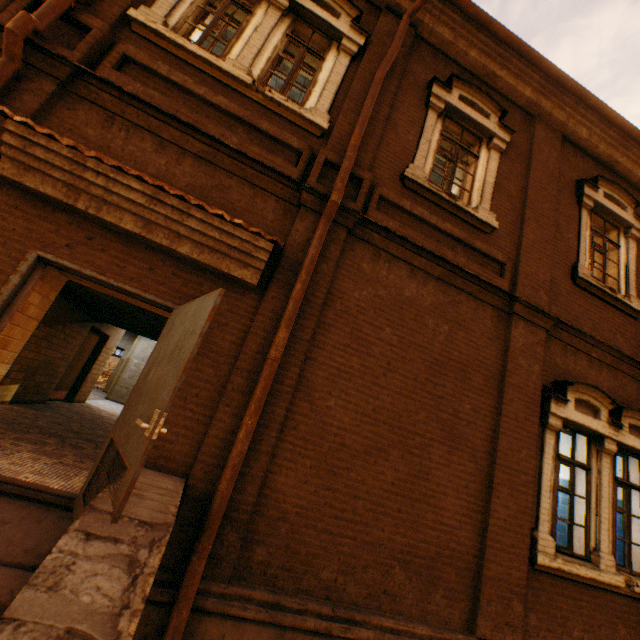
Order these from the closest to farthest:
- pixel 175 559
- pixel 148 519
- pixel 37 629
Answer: pixel 37 629
pixel 148 519
pixel 175 559

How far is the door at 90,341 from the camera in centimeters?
884cm

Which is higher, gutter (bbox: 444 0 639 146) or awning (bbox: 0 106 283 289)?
gutter (bbox: 444 0 639 146)

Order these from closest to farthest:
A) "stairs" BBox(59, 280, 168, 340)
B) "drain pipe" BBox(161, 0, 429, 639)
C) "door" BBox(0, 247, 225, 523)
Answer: "door" BBox(0, 247, 225, 523), "drain pipe" BBox(161, 0, 429, 639), "stairs" BBox(59, 280, 168, 340)

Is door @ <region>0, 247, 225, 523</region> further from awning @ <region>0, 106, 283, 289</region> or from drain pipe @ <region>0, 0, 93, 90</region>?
drain pipe @ <region>0, 0, 93, 90</region>

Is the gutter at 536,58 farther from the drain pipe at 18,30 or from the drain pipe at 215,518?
the drain pipe at 18,30

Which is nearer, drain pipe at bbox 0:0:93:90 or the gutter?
drain pipe at bbox 0:0:93:90

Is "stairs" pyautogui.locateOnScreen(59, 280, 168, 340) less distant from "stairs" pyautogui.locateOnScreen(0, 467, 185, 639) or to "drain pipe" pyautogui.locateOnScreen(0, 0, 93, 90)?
"drain pipe" pyautogui.locateOnScreen(0, 0, 93, 90)
